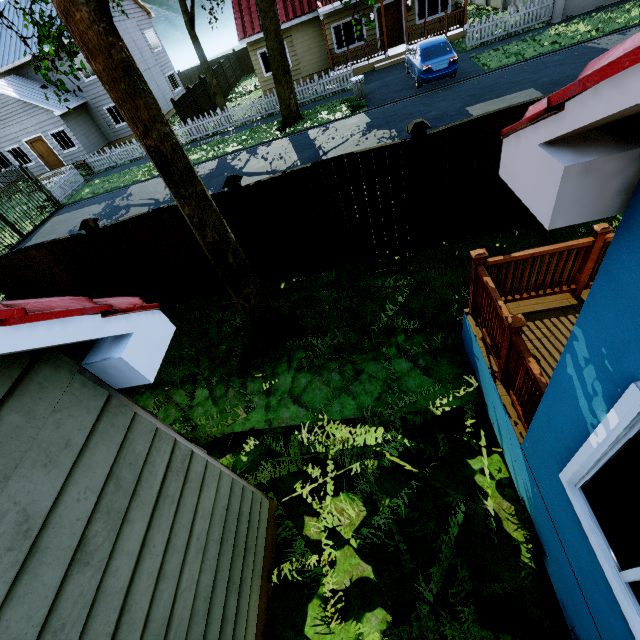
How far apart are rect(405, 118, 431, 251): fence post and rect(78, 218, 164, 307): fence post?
6.3m

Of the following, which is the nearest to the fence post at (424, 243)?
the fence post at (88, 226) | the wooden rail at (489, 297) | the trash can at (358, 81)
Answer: the wooden rail at (489, 297)

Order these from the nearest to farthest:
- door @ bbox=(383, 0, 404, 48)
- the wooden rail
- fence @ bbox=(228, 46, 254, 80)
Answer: the wooden rail < door @ bbox=(383, 0, 404, 48) < fence @ bbox=(228, 46, 254, 80)

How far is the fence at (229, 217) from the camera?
6.2 meters

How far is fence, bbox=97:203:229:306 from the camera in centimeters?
659cm

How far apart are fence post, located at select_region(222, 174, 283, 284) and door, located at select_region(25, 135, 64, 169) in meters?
26.3 m

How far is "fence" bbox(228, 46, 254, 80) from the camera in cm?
3085

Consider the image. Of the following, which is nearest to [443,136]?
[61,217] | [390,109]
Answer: [390,109]
